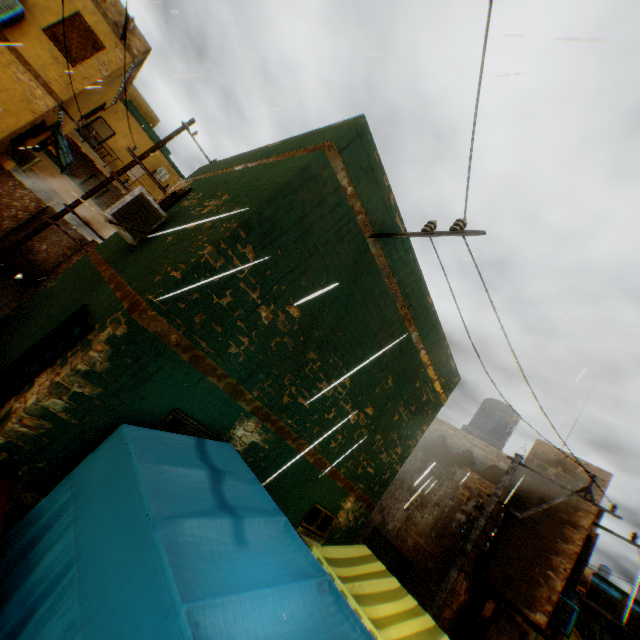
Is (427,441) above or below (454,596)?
above

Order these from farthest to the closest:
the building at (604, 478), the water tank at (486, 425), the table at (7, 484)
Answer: the water tank at (486, 425), the building at (604, 478), the table at (7, 484)

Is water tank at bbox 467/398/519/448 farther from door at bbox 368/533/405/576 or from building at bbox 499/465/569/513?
door at bbox 368/533/405/576

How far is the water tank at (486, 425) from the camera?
13.98m

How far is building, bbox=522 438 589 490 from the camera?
10.4m

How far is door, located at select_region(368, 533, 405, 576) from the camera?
9.7m
